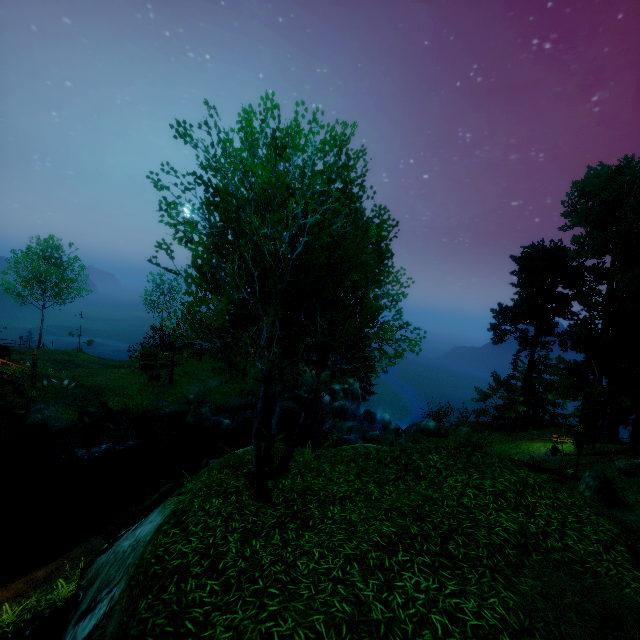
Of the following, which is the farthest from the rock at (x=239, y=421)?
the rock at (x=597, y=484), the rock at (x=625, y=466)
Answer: the rock at (x=625, y=466)

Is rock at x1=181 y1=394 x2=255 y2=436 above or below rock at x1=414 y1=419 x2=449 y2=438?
below

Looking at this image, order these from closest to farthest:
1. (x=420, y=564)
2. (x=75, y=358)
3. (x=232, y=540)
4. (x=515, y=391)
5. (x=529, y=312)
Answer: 1. (x=420, y=564)
2. (x=232, y=540)
3. (x=515, y=391)
4. (x=529, y=312)
5. (x=75, y=358)

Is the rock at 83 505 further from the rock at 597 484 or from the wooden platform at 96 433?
the rock at 597 484

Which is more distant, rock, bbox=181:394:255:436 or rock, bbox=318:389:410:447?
rock, bbox=318:389:410:447

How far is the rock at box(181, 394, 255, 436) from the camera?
25.1 meters

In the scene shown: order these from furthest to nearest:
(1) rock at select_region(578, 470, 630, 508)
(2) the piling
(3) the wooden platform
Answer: (2) the piling, (3) the wooden platform, (1) rock at select_region(578, 470, 630, 508)

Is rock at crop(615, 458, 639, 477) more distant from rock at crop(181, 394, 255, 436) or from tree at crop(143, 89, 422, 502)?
rock at crop(181, 394, 255, 436)
